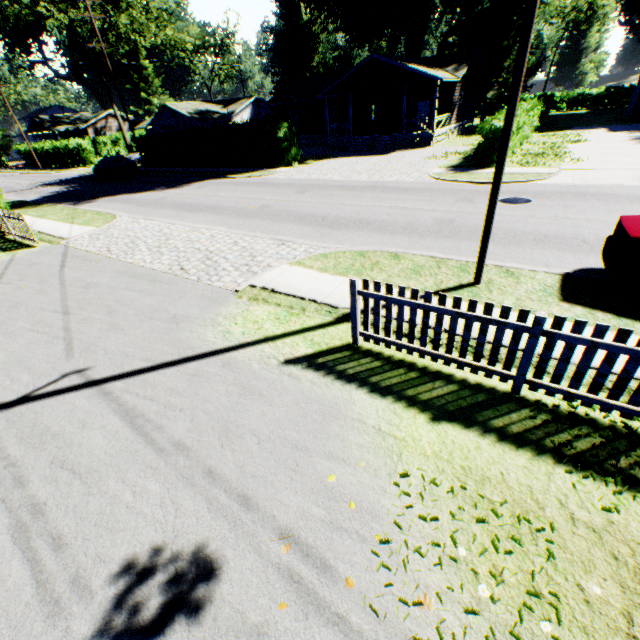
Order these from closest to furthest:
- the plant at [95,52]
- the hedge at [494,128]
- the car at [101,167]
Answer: the hedge at [494,128]
the car at [101,167]
the plant at [95,52]

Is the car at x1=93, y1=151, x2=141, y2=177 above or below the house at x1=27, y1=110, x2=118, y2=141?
below

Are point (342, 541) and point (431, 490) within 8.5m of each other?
yes

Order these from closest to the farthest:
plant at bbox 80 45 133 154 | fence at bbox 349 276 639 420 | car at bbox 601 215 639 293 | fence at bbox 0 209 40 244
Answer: fence at bbox 349 276 639 420, car at bbox 601 215 639 293, fence at bbox 0 209 40 244, plant at bbox 80 45 133 154

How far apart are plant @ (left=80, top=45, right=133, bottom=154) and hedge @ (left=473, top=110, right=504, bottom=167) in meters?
55.8

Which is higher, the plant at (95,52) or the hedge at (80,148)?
the plant at (95,52)

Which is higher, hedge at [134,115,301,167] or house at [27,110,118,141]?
house at [27,110,118,141]

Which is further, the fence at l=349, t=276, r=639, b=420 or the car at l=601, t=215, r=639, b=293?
the car at l=601, t=215, r=639, b=293
